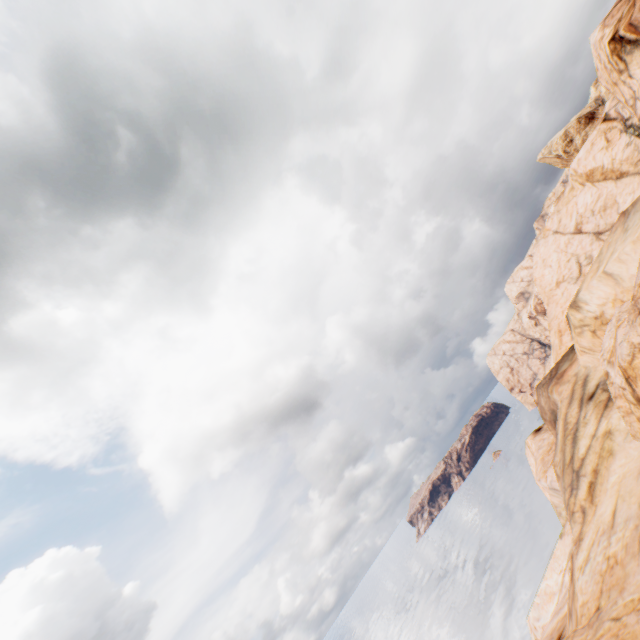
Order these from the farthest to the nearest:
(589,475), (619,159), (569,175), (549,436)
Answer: (549,436) → (569,175) → (619,159) → (589,475)
